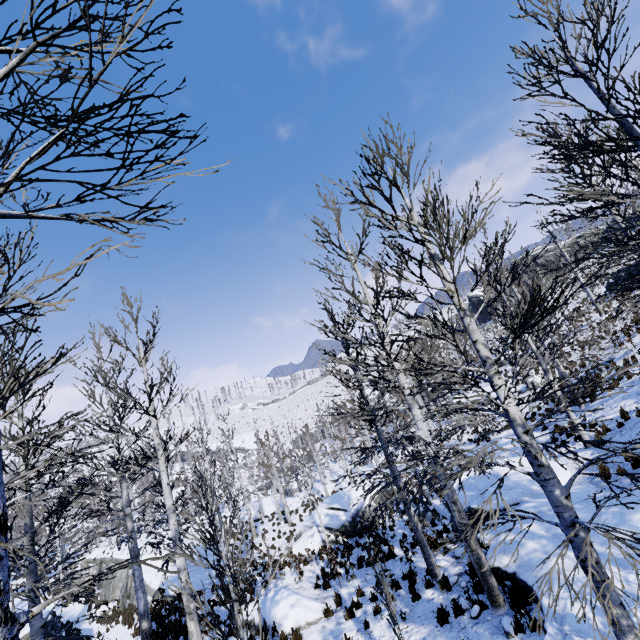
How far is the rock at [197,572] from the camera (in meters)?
17.25

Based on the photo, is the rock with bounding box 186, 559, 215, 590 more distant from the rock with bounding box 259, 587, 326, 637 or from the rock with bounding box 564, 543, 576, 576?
the rock with bounding box 564, 543, 576, 576

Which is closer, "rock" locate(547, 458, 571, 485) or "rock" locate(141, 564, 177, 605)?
"rock" locate(547, 458, 571, 485)

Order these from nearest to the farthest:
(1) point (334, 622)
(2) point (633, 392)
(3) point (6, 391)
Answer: (3) point (6, 391), (1) point (334, 622), (2) point (633, 392)

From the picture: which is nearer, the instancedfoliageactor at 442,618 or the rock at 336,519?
the instancedfoliageactor at 442,618

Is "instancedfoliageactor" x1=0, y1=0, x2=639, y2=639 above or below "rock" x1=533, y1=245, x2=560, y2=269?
below

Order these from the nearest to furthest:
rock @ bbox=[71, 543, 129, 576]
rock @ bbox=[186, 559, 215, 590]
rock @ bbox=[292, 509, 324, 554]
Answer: rock @ bbox=[186, 559, 215, 590] → rock @ bbox=[292, 509, 324, 554] → rock @ bbox=[71, 543, 129, 576]
